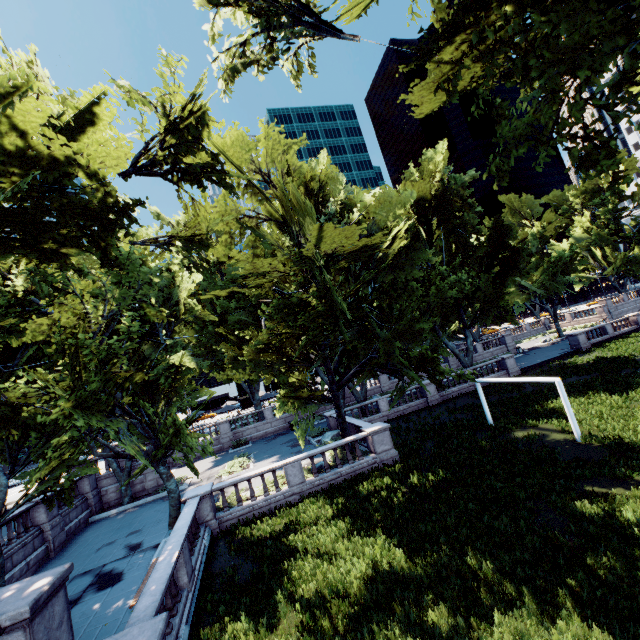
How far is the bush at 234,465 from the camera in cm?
2437

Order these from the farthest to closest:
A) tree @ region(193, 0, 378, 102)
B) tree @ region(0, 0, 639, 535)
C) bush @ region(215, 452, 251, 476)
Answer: bush @ region(215, 452, 251, 476)
tree @ region(193, 0, 378, 102)
tree @ region(0, 0, 639, 535)

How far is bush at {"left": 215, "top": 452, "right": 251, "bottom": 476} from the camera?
24.4m

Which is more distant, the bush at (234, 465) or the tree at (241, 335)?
the bush at (234, 465)

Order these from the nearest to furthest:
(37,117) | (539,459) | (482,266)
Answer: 1. (37,117)
2. (539,459)
3. (482,266)

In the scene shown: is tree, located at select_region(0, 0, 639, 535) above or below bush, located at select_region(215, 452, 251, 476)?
above

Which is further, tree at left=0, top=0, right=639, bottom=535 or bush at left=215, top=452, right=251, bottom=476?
bush at left=215, top=452, right=251, bottom=476
